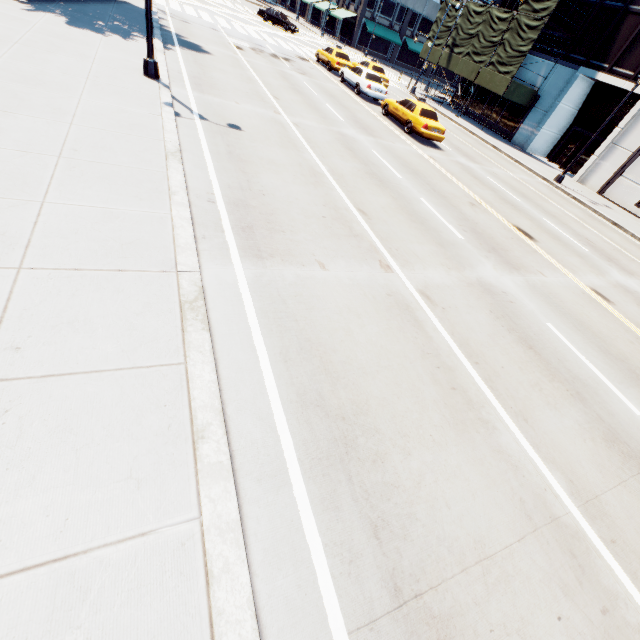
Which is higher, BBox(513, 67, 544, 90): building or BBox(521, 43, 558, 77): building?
BBox(521, 43, 558, 77): building

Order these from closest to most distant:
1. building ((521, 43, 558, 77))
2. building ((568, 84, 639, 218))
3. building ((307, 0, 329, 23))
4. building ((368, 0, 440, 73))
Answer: building ((568, 84, 639, 218)) → building ((521, 43, 558, 77)) → building ((368, 0, 440, 73)) → building ((307, 0, 329, 23))

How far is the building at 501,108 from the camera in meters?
29.5

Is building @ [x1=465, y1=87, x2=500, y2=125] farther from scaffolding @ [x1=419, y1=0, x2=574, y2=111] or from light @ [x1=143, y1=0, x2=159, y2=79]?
light @ [x1=143, y1=0, x2=159, y2=79]

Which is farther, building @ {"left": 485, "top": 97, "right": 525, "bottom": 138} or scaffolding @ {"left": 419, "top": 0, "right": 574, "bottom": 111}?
building @ {"left": 485, "top": 97, "right": 525, "bottom": 138}

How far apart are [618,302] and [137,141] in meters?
14.8

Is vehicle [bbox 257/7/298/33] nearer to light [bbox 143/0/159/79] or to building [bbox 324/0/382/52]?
building [bbox 324/0/382/52]

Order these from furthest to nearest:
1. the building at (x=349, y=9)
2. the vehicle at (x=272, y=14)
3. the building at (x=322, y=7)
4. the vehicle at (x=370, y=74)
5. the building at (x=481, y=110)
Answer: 1. the building at (x=322, y=7)
2. the building at (x=349, y=9)
3. the vehicle at (x=272, y=14)
4. the building at (x=481, y=110)
5. the vehicle at (x=370, y=74)
